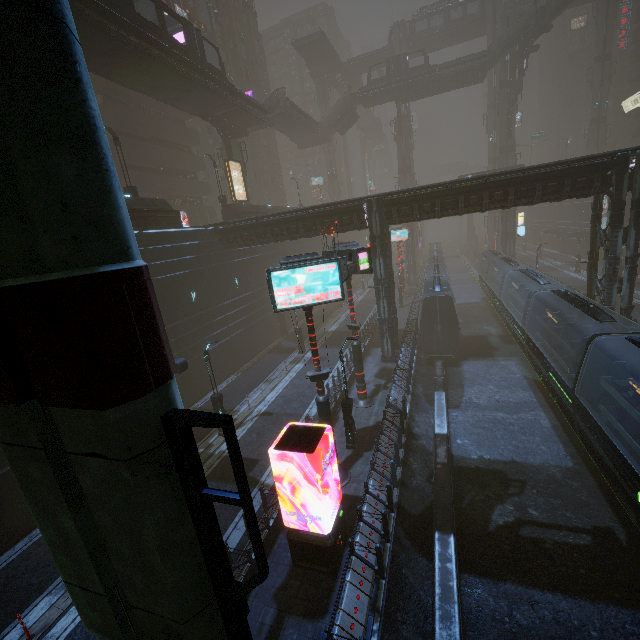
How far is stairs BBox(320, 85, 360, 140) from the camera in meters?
50.0 m

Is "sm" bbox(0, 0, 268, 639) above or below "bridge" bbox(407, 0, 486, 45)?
below

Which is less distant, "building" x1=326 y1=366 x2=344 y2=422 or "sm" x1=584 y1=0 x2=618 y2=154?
"building" x1=326 y1=366 x2=344 y2=422

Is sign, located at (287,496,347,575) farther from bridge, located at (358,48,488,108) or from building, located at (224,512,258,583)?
bridge, located at (358,48,488,108)

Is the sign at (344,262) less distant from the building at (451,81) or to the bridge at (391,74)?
the building at (451,81)

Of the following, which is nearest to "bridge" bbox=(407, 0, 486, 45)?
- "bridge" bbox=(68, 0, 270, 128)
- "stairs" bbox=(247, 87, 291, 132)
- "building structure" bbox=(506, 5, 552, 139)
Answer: "building structure" bbox=(506, 5, 552, 139)

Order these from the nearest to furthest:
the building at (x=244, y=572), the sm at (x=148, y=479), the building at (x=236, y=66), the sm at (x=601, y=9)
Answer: the sm at (x=148, y=479) → the building at (x=244, y=572) → the building at (x=236, y=66) → the sm at (x=601, y=9)

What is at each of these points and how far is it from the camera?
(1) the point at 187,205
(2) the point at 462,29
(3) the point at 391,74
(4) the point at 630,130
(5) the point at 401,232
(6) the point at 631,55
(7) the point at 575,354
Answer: (1) building, 37.69m
(2) bridge, 57.19m
(3) bridge, 47.25m
(4) building, 58.66m
(5) sign, 41.19m
(6) building, 57.34m
(7) train, 14.46m
